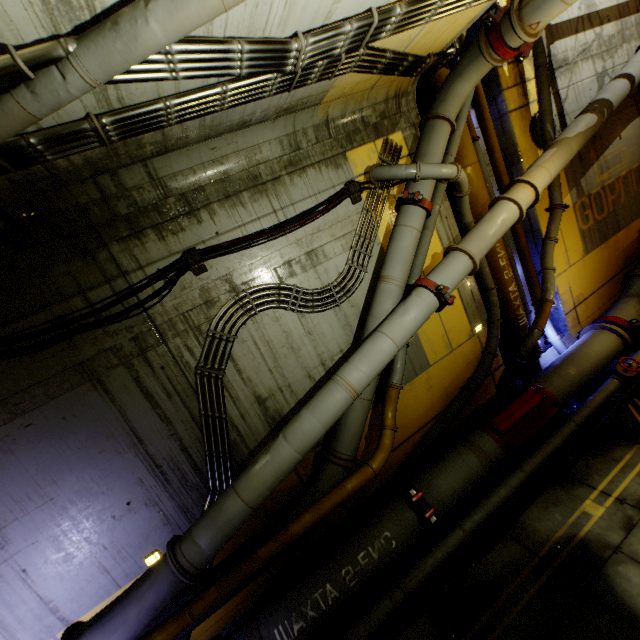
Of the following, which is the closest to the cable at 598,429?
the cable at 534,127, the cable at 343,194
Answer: the cable at 343,194

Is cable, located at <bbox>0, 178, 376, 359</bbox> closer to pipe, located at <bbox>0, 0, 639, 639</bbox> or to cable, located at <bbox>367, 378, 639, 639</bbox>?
pipe, located at <bbox>0, 0, 639, 639</bbox>

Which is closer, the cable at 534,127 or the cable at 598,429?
the cable at 598,429

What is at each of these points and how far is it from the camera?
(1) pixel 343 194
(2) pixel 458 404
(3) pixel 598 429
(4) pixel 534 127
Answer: (1) cable, 5.7 meters
(2) pipe, 6.7 meters
(3) cable, 5.9 meters
(4) cable, 7.3 meters

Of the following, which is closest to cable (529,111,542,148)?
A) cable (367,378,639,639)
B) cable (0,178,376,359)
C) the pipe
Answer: the pipe

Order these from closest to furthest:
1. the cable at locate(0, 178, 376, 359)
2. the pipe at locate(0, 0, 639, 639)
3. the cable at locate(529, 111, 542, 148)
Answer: the pipe at locate(0, 0, 639, 639)
the cable at locate(0, 178, 376, 359)
the cable at locate(529, 111, 542, 148)
